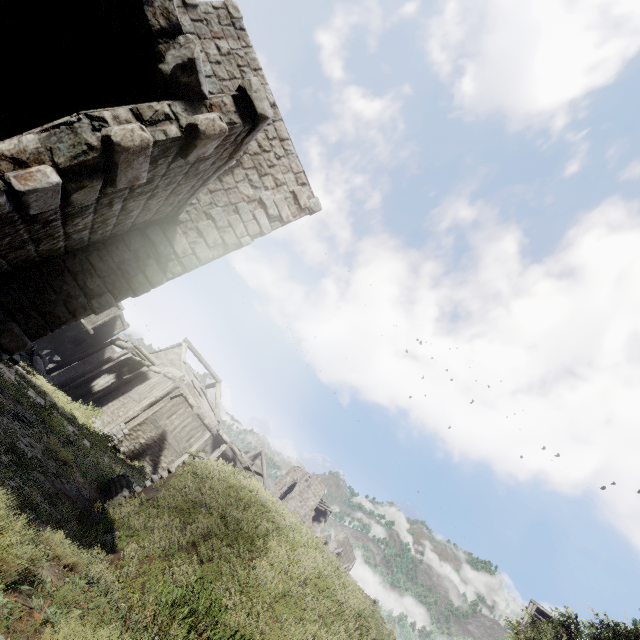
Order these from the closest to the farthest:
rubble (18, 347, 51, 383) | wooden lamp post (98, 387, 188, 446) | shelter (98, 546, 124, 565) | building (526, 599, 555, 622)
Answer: shelter (98, 546, 124, 565) < wooden lamp post (98, 387, 188, 446) < rubble (18, 347, 51, 383) < building (526, 599, 555, 622)

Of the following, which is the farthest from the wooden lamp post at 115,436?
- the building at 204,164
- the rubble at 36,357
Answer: the rubble at 36,357

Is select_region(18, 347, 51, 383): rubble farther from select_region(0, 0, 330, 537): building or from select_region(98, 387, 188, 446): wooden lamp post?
select_region(98, 387, 188, 446): wooden lamp post

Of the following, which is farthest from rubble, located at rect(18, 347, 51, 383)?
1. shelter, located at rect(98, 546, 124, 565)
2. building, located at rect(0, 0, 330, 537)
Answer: shelter, located at rect(98, 546, 124, 565)

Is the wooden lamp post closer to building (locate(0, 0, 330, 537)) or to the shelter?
the shelter

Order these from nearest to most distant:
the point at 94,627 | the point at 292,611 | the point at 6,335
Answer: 1. the point at 94,627
2. the point at 292,611
3. the point at 6,335

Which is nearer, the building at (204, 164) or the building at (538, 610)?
the building at (204, 164)

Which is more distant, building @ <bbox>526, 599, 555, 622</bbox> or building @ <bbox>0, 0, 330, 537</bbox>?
building @ <bbox>526, 599, 555, 622</bbox>
